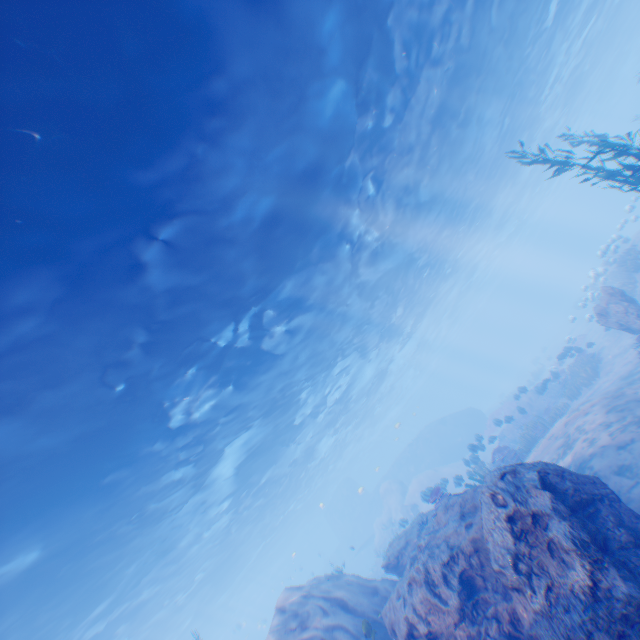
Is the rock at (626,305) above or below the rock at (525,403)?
above

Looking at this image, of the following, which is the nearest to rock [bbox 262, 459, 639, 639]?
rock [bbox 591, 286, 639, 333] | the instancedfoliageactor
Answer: rock [bbox 591, 286, 639, 333]

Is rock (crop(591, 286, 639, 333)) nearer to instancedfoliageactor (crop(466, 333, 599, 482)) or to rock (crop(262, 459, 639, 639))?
instancedfoliageactor (crop(466, 333, 599, 482))

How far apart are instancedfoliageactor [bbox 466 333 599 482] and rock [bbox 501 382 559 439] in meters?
3.5 m

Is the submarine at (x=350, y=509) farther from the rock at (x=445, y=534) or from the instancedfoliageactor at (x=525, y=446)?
the instancedfoliageactor at (x=525, y=446)

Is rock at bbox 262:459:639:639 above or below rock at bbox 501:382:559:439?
above

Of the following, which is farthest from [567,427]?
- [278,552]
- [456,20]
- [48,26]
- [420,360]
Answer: [278,552]

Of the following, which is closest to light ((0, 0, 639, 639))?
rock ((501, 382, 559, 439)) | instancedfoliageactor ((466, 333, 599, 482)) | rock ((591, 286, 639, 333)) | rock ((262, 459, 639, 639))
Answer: rock ((262, 459, 639, 639))
